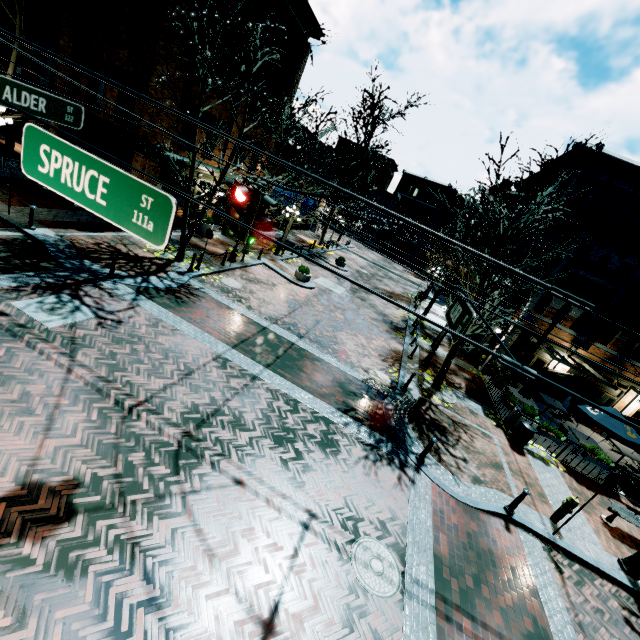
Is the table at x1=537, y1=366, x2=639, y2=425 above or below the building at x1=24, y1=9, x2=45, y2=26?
below

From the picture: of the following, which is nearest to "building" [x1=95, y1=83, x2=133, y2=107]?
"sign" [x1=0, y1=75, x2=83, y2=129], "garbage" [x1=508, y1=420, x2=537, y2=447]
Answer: "garbage" [x1=508, y1=420, x2=537, y2=447]

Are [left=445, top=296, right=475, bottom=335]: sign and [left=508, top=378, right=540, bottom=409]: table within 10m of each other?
no

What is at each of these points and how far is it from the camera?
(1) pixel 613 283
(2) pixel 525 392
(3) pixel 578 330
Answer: (1) building, 16.0m
(2) table, 15.0m
(3) building, 17.0m

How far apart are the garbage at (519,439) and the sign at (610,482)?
4.00m

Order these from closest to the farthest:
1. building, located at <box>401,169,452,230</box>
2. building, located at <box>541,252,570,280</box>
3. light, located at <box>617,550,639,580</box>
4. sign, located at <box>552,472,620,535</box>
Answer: sign, located at <box>552,472,620,535</box> < light, located at <box>617,550,639,580</box> < building, located at <box>541,252,570,280</box> < building, located at <box>401,169,452,230</box>

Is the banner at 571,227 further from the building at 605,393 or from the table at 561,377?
the table at 561,377

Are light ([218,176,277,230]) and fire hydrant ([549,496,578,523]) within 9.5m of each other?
no
